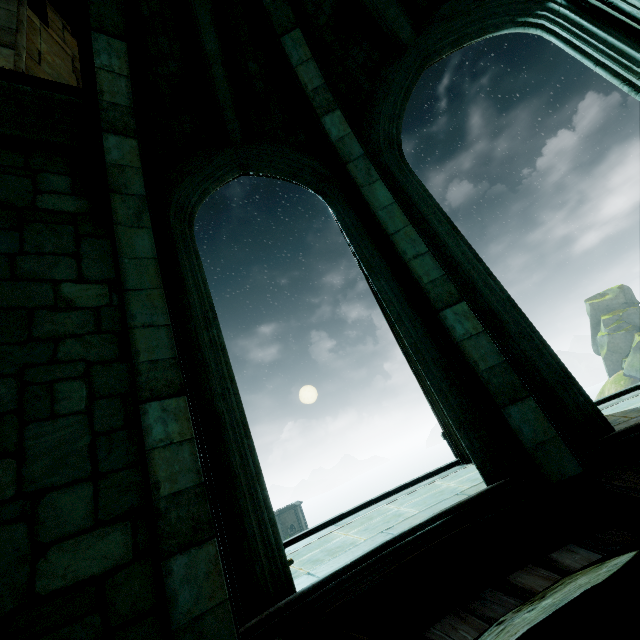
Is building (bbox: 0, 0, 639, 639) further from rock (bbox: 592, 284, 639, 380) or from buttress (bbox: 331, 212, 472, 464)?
rock (bbox: 592, 284, 639, 380)

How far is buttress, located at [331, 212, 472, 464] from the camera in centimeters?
614cm

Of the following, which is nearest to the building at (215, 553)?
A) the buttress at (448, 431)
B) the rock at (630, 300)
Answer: the buttress at (448, 431)

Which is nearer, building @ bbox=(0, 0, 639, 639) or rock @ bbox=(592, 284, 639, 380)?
building @ bbox=(0, 0, 639, 639)

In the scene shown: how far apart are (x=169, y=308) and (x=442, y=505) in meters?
3.8 m

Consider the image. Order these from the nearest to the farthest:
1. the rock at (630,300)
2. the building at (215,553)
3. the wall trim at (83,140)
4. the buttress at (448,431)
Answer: the building at (215,553) < the wall trim at (83,140) < the buttress at (448,431) < the rock at (630,300)

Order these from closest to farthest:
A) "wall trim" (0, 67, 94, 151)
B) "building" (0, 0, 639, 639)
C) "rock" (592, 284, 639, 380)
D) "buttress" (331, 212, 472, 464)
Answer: "building" (0, 0, 639, 639)
"wall trim" (0, 67, 94, 151)
"buttress" (331, 212, 472, 464)
"rock" (592, 284, 639, 380)
